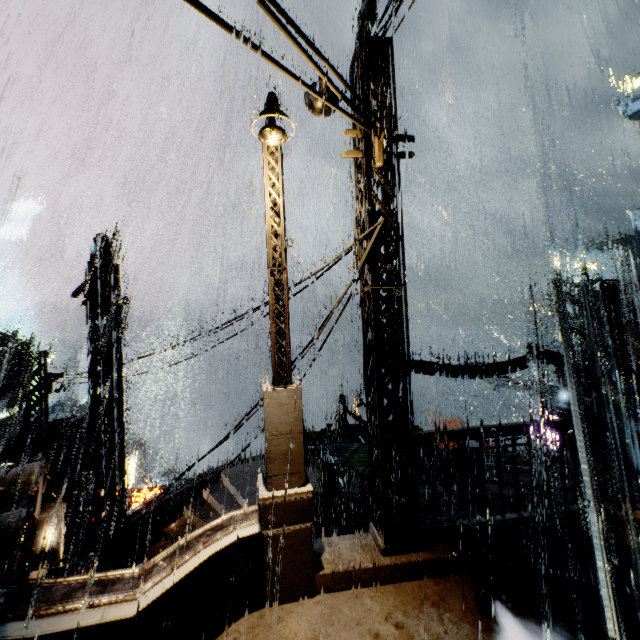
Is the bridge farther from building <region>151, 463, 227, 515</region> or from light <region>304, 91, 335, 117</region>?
light <region>304, 91, 335, 117</region>

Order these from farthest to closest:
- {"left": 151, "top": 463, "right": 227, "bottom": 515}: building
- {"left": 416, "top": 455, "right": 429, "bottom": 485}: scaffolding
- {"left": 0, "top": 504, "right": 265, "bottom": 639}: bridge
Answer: {"left": 151, "top": 463, "right": 227, "bottom": 515}: building → {"left": 416, "top": 455, "right": 429, "bottom": 485}: scaffolding → {"left": 0, "top": 504, "right": 265, "bottom": 639}: bridge

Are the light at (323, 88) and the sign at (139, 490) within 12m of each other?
no

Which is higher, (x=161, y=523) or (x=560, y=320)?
(x=560, y=320)

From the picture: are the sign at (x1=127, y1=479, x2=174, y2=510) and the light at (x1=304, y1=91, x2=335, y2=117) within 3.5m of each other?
no

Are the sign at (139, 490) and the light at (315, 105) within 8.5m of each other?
no

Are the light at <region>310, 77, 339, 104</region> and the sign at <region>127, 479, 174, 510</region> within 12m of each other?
no

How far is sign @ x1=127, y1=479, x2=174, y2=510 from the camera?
17.3 meters
